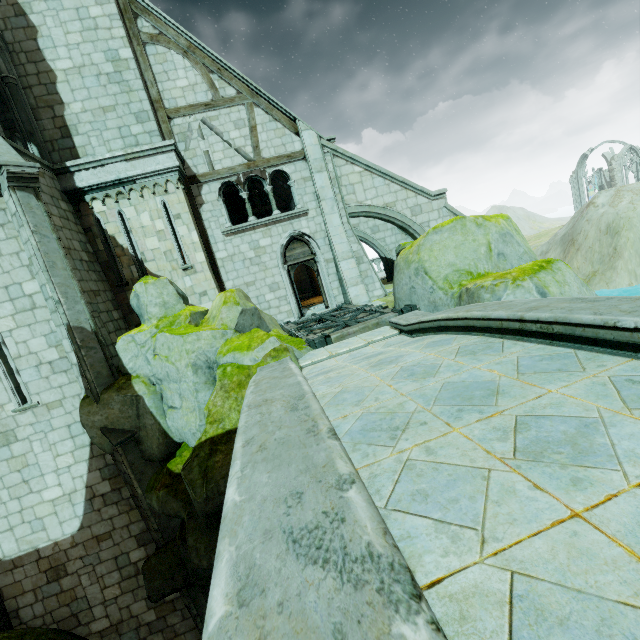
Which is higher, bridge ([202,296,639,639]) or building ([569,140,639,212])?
building ([569,140,639,212])

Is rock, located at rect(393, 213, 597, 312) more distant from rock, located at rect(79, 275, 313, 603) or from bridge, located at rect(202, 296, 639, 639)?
rock, located at rect(79, 275, 313, 603)

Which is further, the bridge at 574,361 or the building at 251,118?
the building at 251,118

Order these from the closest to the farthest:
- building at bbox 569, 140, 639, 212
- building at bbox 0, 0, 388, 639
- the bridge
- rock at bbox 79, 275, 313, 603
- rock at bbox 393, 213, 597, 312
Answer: the bridge < rock at bbox 79, 275, 313, 603 < rock at bbox 393, 213, 597, 312 < building at bbox 0, 0, 388, 639 < building at bbox 569, 140, 639, 212

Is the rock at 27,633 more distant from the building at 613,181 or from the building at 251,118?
the building at 613,181

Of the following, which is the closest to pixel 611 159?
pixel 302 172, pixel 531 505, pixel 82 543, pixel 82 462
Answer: pixel 302 172

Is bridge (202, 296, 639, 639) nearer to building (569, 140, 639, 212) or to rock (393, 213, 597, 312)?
rock (393, 213, 597, 312)

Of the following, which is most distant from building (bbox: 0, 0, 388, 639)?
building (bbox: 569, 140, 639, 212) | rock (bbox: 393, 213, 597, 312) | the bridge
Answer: building (bbox: 569, 140, 639, 212)
